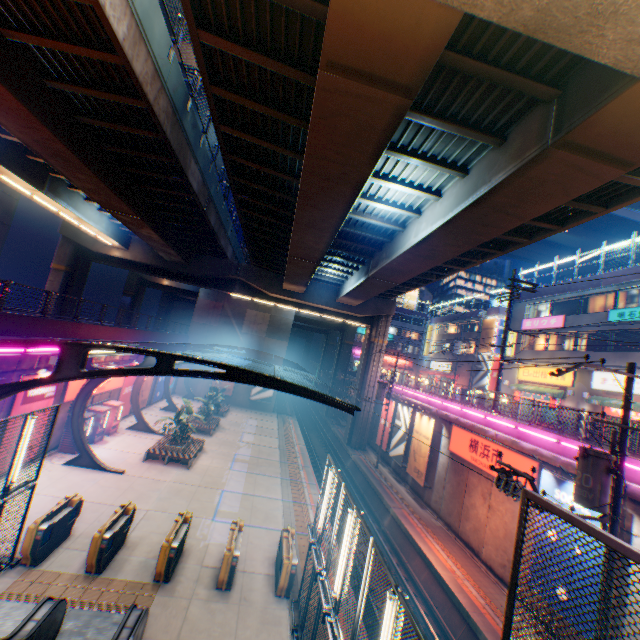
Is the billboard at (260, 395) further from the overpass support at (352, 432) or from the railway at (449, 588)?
the overpass support at (352, 432)

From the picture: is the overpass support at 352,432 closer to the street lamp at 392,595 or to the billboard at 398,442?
the billboard at 398,442

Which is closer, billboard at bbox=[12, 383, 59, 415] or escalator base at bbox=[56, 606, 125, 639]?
escalator base at bbox=[56, 606, 125, 639]

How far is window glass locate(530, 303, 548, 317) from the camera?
29.6 meters

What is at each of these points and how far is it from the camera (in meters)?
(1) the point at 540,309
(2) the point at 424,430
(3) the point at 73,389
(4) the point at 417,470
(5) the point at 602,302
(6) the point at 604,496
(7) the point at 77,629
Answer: (1) window glass, 30.28
(2) billboard, 22.20
(3) sign, 17.30
(4) billboard, 21.91
(5) window glass, 24.56
(6) electric pole, 8.95
(7) escalator base, 8.17

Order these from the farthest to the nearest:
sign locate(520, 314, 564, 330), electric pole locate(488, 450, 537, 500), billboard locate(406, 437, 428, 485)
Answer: sign locate(520, 314, 564, 330) → billboard locate(406, 437, 428, 485) → electric pole locate(488, 450, 537, 500)

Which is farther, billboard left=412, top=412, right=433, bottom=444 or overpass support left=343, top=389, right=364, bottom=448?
overpass support left=343, top=389, right=364, bottom=448

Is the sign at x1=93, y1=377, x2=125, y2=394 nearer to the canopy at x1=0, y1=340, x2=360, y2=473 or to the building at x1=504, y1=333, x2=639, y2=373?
the canopy at x1=0, y1=340, x2=360, y2=473
